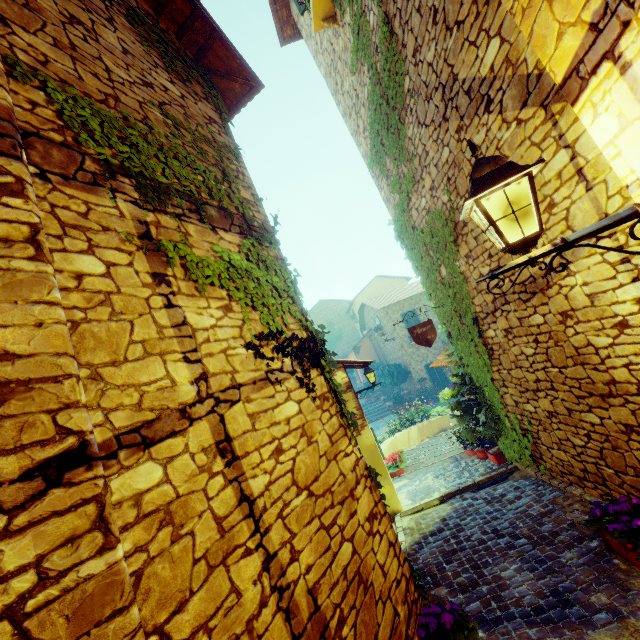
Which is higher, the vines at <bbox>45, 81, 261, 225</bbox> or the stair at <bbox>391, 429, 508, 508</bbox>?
the vines at <bbox>45, 81, 261, 225</bbox>

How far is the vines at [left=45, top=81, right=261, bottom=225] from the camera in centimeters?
224cm

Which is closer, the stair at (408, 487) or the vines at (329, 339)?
the vines at (329, 339)

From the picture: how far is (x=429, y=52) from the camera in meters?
3.9 m

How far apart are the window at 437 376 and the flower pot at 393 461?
12.65m

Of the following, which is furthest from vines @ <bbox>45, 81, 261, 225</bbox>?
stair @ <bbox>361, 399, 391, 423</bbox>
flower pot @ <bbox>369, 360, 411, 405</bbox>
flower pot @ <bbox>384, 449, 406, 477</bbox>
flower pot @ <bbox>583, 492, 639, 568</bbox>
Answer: flower pot @ <bbox>369, 360, 411, 405</bbox>

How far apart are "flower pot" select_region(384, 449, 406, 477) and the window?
12.7m

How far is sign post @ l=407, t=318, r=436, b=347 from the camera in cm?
624
